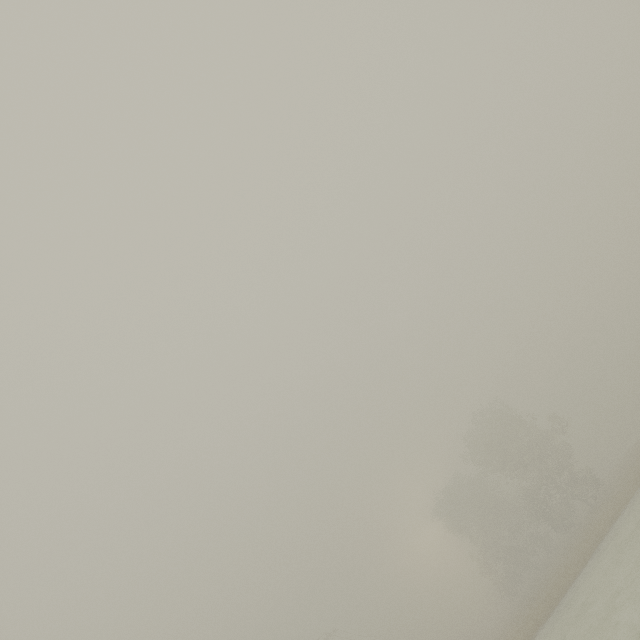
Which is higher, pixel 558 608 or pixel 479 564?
pixel 479 564
